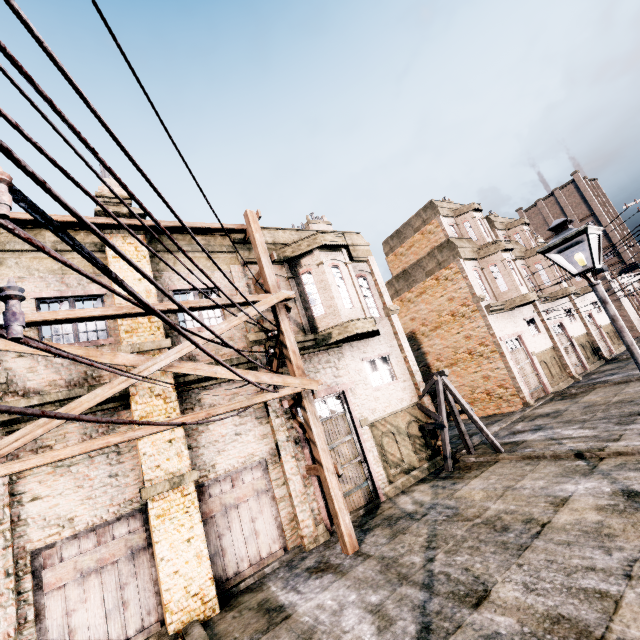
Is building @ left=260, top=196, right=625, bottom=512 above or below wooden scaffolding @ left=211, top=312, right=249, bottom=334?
below

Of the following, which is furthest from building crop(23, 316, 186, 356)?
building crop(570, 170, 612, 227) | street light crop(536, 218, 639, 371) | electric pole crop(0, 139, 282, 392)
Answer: building crop(570, 170, 612, 227)

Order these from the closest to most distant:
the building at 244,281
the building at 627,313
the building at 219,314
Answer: the building at 219,314 < the building at 244,281 < the building at 627,313

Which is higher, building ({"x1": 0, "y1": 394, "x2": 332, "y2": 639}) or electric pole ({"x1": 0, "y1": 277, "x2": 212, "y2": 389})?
electric pole ({"x1": 0, "y1": 277, "x2": 212, "y2": 389})

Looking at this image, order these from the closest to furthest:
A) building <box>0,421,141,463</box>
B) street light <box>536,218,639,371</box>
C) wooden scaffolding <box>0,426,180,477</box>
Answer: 1. street light <box>536,218,639,371</box>
2. wooden scaffolding <box>0,426,180,477</box>
3. building <box>0,421,141,463</box>

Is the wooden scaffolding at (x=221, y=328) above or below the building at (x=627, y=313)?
above

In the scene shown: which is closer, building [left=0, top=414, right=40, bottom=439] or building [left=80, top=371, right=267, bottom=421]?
building [left=0, top=414, right=40, bottom=439]

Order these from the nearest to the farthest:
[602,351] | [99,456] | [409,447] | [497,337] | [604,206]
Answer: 1. [99,456]
2. [409,447]
3. [497,337]
4. [602,351]
5. [604,206]
